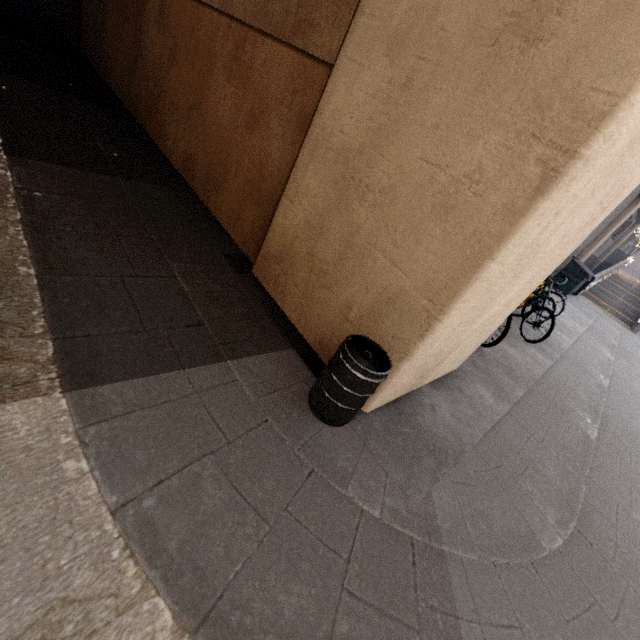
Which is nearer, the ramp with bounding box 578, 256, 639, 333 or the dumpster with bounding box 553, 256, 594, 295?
the dumpster with bounding box 553, 256, 594, 295

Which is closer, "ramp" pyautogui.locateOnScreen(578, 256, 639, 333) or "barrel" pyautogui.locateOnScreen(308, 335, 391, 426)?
"barrel" pyautogui.locateOnScreen(308, 335, 391, 426)

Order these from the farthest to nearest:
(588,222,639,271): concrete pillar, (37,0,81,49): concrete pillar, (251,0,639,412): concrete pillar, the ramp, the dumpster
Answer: (588,222,639,271): concrete pillar, the ramp, the dumpster, (37,0,81,49): concrete pillar, (251,0,639,412): concrete pillar

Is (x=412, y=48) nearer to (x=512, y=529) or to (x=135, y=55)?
(x=512, y=529)

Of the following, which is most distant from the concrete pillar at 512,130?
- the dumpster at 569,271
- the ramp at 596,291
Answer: the ramp at 596,291

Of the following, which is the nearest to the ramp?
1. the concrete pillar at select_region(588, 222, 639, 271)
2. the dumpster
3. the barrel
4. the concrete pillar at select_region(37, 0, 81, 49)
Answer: the concrete pillar at select_region(588, 222, 639, 271)

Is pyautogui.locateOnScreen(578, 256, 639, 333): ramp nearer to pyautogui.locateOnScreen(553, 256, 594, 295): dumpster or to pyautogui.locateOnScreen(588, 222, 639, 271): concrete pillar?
pyautogui.locateOnScreen(588, 222, 639, 271): concrete pillar

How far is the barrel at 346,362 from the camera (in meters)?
2.10
